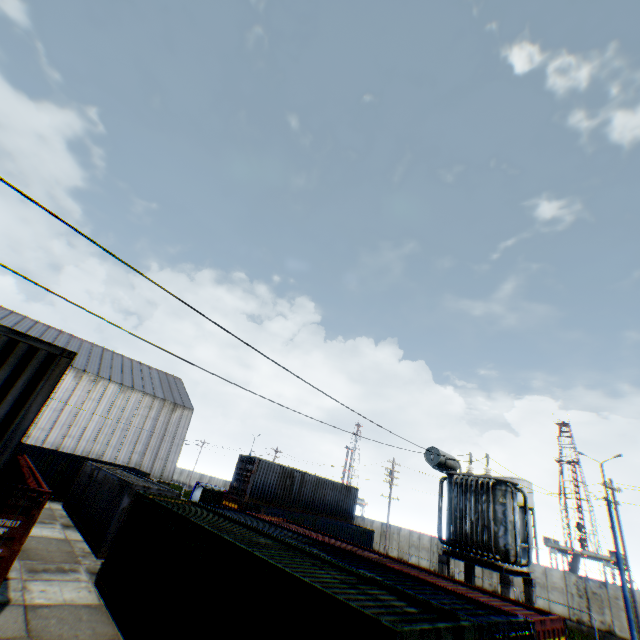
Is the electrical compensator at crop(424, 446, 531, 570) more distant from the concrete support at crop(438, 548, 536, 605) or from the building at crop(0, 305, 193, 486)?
the building at crop(0, 305, 193, 486)

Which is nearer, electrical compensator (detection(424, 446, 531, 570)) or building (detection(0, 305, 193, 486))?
electrical compensator (detection(424, 446, 531, 570))

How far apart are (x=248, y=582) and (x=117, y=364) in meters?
48.9

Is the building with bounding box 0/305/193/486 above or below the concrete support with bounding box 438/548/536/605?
above

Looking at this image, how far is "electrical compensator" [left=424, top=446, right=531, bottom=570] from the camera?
11.5 meters

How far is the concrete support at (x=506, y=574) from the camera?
10.4m

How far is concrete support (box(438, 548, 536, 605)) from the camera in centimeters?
1041cm

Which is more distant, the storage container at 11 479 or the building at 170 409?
the building at 170 409
